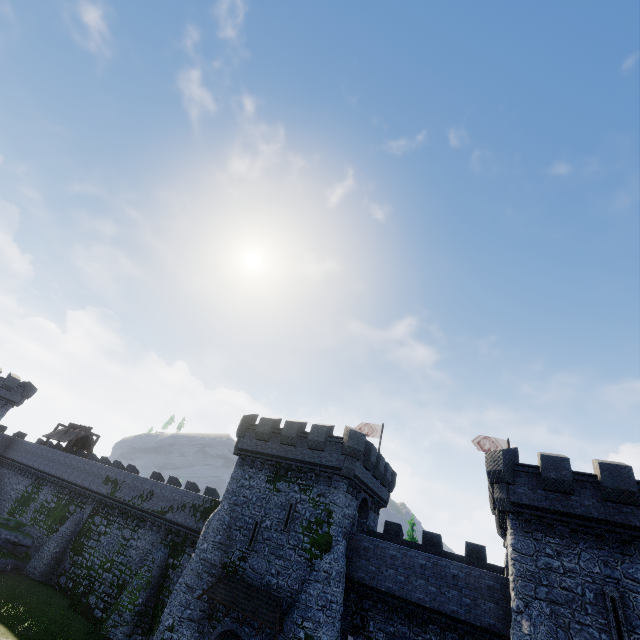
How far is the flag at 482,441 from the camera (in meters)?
27.78

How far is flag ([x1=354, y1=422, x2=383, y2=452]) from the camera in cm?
3253

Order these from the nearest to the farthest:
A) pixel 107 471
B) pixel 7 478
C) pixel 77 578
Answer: pixel 77 578, pixel 107 471, pixel 7 478

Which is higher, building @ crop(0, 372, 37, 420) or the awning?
building @ crop(0, 372, 37, 420)

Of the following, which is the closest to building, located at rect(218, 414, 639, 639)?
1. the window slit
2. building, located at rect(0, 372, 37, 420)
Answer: the window slit

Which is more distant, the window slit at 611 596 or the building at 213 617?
the building at 213 617

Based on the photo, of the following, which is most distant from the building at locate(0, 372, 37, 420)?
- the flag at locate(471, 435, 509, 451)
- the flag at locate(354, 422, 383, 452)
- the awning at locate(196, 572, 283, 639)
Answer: the flag at locate(471, 435, 509, 451)

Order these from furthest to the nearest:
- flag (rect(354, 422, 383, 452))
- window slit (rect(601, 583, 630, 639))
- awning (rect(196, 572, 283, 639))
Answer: flag (rect(354, 422, 383, 452))
awning (rect(196, 572, 283, 639))
window slit (rect(601, 583, 630, 639))
